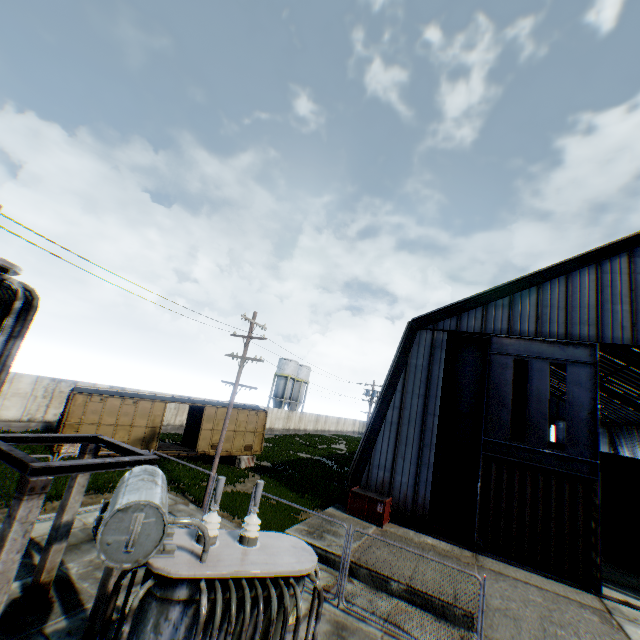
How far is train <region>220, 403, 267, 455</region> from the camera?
23.50m

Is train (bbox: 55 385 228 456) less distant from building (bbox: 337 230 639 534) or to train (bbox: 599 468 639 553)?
building (bbox: 337 230 639 534)

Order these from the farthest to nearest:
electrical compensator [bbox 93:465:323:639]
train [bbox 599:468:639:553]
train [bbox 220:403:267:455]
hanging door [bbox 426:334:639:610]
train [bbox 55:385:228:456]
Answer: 1. train [bbox 220:403:267:455]
2. train [bbox 55:385:228:456]
3. train [bbox 599:468:639:553]
4. hanging door [bbox 426:334:639:610]
5. electrical compensator [bbox 93:465:323:639]

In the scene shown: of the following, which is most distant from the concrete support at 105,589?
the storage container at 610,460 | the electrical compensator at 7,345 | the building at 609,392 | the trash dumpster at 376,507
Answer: the storage container at 610,460

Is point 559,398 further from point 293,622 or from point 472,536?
point 293,622

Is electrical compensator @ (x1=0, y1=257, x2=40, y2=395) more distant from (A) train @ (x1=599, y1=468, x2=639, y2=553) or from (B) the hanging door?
(A) train @ (x1=599, y1=468, x2=639, y2=553)

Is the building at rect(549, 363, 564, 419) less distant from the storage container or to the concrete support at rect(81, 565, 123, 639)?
the storage container

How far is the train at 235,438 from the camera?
23.50m
